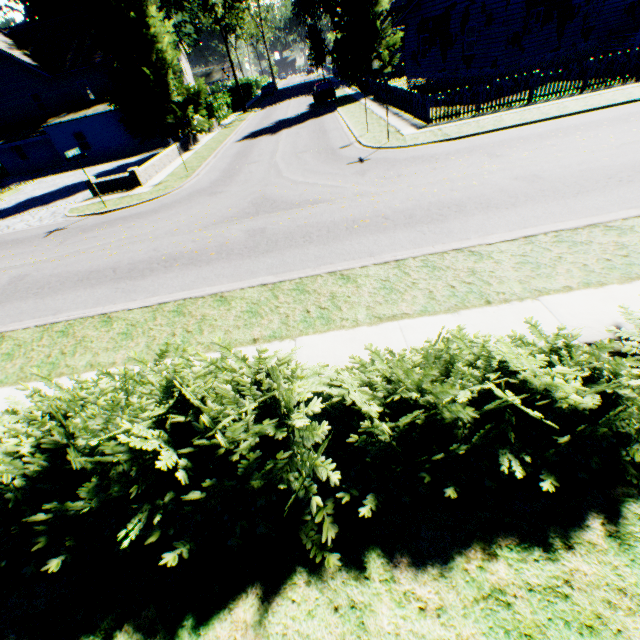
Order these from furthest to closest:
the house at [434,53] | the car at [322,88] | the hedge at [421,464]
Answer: the car at [322,88] → the house at [434,53] → the hedge at [421,464]

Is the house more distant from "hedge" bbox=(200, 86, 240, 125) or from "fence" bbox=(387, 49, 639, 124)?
"hedge" bbox=(200, 86, 240, 125)

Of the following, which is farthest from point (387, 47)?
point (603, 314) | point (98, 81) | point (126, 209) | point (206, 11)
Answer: point (206, 11)

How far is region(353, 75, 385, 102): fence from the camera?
24.5m

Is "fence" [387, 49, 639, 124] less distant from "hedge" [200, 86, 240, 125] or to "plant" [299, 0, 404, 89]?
"plant" [299, 0, 404, 89]

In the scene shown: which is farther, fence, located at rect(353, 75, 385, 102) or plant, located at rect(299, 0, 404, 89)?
plant, located at rect(299, 0, 404, 89)

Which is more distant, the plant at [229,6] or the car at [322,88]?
the car at [322,88]

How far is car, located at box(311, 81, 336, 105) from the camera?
30.58m
